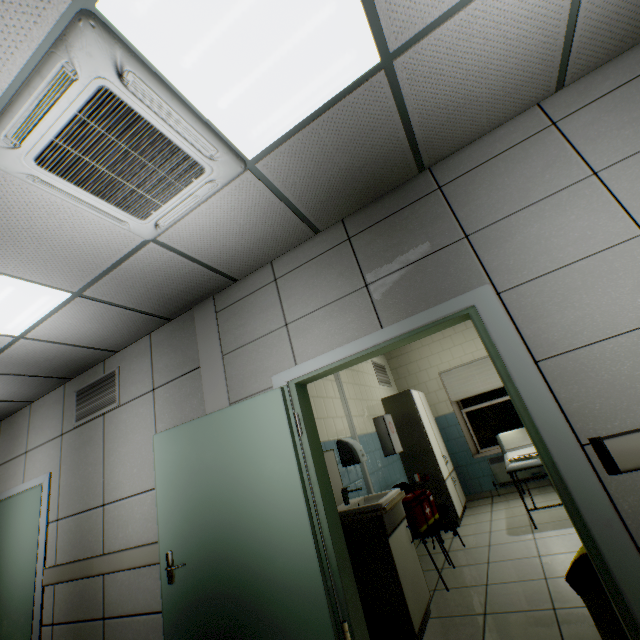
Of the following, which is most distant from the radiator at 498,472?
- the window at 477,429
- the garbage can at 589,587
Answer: the garbage can at 589,587

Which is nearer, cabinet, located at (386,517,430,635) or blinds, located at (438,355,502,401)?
cabinet, located at (386,517,430,635)

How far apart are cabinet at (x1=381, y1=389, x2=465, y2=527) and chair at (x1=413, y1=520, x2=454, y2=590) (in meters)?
1.45

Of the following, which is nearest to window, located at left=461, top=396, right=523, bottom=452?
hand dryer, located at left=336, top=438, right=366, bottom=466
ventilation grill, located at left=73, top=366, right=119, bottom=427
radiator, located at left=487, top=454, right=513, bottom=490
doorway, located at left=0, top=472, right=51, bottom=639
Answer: radiator, located at left=487, top=454, right=513, bottom=490

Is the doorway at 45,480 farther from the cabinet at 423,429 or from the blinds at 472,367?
the blinds at 472,367

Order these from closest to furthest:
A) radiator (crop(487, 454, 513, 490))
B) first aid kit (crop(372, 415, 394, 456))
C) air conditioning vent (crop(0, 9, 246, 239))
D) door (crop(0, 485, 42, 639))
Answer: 1. air conditioning vent (crop(0, 9, 246, 239))
2. door (crop(0, 485, 42, 639))
3. first aid kit (crop(372, 415, 394, 456))
4. radiator (crop(487, 454, 513, 490))

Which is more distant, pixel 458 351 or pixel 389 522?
pixel 458 351

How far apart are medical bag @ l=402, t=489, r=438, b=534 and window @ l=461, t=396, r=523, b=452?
3.1 meters
